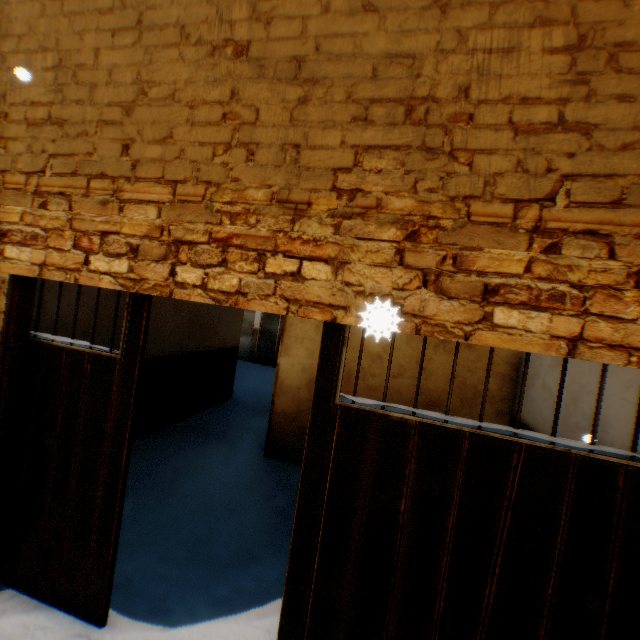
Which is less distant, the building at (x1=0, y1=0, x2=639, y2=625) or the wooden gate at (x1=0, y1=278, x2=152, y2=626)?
the building at (x1=0, y1=0, x2=639, y2=625)

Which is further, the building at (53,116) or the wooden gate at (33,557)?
the wooden gate at (33,557)

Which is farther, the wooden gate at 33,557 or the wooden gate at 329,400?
the wooden gate at 33,557

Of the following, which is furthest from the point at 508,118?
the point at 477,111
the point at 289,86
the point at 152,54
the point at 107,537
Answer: the point at 107,537

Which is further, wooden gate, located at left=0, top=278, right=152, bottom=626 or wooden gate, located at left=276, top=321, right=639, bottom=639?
wooden gate, located at left=0, top=278, right=152, bottom=626
